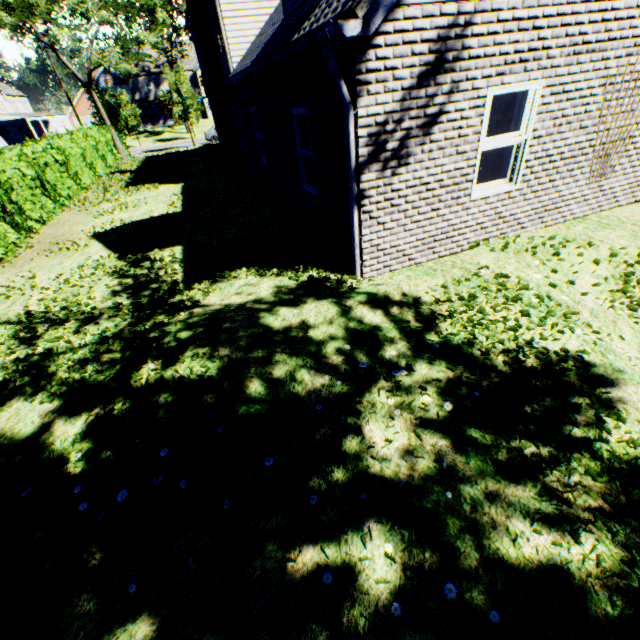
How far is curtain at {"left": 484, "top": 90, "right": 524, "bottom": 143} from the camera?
5.2m

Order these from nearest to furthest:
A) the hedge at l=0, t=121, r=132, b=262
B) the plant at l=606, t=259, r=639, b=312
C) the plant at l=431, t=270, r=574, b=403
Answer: the plant at l=431, t=270, r=574, b=403, the plant at l=606, t=259, r=639, b=312, the hedge at l=0, t=121, r=132, b=262

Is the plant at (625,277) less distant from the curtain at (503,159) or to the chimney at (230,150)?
the curtain at (503,159)

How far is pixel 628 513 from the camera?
2.5 meters

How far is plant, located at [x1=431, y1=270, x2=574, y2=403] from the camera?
3.6 meters

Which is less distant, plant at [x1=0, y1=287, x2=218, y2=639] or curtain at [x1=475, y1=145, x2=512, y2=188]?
plant at [x1=0, y1=287, x2=218, y2=639]

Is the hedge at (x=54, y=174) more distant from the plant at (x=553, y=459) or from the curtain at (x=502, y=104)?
the plant at (x=553, y=459)
